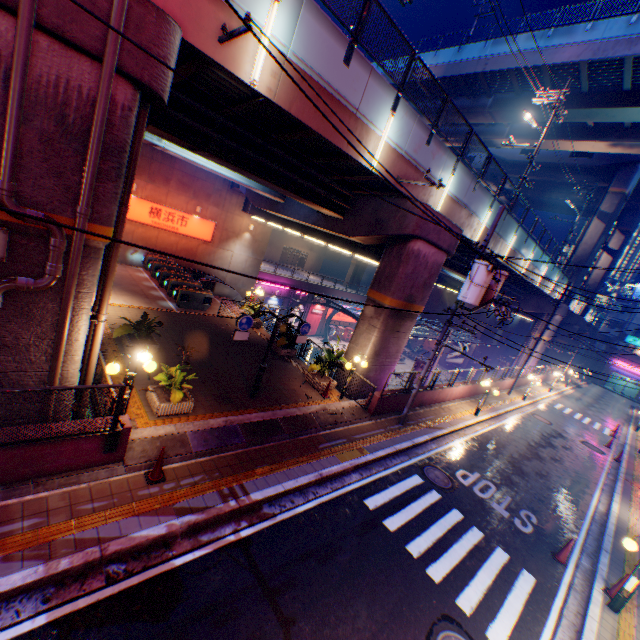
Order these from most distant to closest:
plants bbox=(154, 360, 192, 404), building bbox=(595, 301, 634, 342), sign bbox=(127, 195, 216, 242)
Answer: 1. building bbox=(595, 301, 634, 342)
2. sign bbox=(127, 195, 216, 242)
3. plants bbox=(154, 360, 192, 404)

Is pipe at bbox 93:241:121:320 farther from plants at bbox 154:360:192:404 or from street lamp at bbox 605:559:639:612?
street lamp at bbox 605:559:639:612

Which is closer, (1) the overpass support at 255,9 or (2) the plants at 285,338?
(1) the overpass support at 255,9

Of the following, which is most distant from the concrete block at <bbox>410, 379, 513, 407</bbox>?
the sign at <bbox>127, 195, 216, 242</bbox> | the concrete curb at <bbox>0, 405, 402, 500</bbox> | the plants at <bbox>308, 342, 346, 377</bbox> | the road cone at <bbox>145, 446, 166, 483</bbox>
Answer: the sign at <bbox>127, 195, 216, 242</bbox>

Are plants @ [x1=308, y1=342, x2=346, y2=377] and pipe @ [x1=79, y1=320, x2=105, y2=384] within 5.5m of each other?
no

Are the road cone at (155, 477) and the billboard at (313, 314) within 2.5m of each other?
no

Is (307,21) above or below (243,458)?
above

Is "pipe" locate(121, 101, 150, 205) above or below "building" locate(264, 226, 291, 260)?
above
